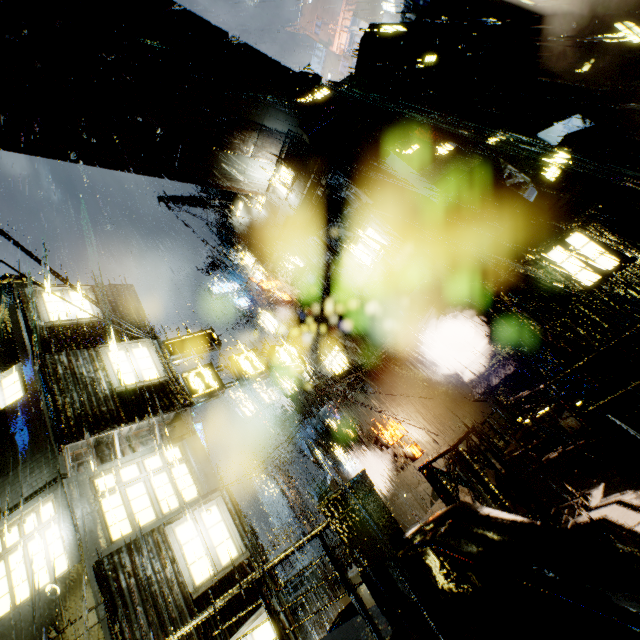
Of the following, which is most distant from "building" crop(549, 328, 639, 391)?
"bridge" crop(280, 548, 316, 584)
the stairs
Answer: the stairs

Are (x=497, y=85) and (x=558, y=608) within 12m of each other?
no

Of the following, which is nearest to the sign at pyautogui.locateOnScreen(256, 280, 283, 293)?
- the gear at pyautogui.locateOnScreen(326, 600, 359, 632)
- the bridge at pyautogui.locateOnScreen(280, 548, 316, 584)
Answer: the bridge at pyautogui.locateOnScreen(280, 548, 316, 584)

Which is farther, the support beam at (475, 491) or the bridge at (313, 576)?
the bridge at (313, 576)

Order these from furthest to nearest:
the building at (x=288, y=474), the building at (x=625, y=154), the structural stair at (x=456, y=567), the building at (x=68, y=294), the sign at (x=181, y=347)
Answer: the building at (x=288, y=474) < the building at (x=625, y=154) < the sign at (x=181, y=347) < the building at (x=68, y=294) < the structural stair at (x=456, y=567)

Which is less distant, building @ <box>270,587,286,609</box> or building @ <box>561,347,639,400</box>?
building @ <box>270,587,286,609</box>

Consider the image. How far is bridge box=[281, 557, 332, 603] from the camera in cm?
1935

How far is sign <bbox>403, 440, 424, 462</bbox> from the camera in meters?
17.9 m
